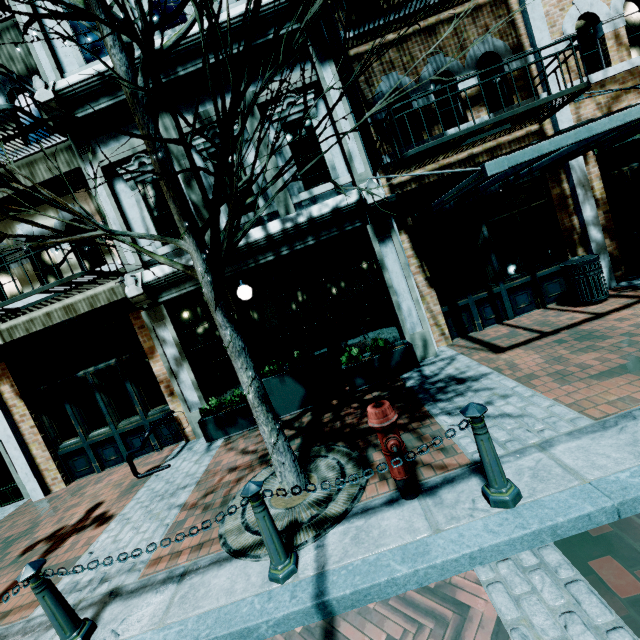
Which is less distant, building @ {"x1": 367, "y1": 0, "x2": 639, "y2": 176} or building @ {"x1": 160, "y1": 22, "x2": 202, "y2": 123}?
building @ {"x1": 367, "y1": 0, "x2": 639, "y2": 176}

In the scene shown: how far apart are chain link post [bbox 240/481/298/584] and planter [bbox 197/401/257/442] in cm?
346

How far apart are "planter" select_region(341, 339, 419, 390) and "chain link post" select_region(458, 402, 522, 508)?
3.5m

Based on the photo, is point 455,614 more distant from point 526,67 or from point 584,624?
point 526,67

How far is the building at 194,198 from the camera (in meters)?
6.43

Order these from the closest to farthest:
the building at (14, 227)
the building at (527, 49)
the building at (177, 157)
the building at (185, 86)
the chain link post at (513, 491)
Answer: the chain link post at (513, 491) < the building at (527, 49) < the building at (185, 86) < the building at (177, 157) < the building at (14, 227)

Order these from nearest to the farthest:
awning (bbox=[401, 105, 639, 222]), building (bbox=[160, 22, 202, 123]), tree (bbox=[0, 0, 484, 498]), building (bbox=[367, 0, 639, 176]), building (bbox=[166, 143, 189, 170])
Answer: tree (bbox=[0, 0, 484, 498]) → awning (bbox=[401, 105, 639, 222]) → building (bbox=[367, 0, 639, 176]) → building (bbox=[160, 22, 202, 123]) → building (bbox=[166, 143, 189, 170])
